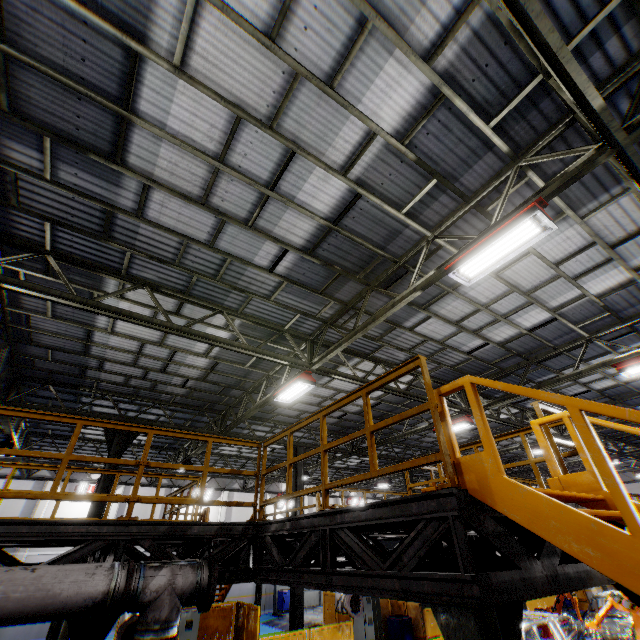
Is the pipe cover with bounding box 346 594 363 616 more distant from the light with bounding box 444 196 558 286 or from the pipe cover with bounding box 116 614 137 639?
the light with bounding box 444 196 558 286

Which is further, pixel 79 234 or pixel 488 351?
pixel 488 351

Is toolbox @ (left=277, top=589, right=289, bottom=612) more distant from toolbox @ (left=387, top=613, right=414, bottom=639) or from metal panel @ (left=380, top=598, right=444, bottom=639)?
toolbox @ (left=387, top=613, right=414, bottom=639)

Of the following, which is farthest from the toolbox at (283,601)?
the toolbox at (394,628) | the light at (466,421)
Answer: the light at (466,421)

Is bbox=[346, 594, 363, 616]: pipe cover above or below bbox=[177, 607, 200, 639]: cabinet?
above

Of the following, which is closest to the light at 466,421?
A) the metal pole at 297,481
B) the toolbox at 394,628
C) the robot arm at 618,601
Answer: the robot arm at 618,601

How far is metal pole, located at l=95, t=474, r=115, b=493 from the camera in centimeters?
1101cm

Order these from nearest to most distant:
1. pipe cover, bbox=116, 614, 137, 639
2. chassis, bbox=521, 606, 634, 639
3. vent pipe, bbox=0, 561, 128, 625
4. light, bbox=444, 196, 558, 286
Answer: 1. vent pipe, bbox=0, 561, 128, 625
2. light, bbox=444, 196, 558, 286
3. pipe cover, bbox=116, 614, 137, 639
4. chassis, bbox=521, 606, 634, 639
